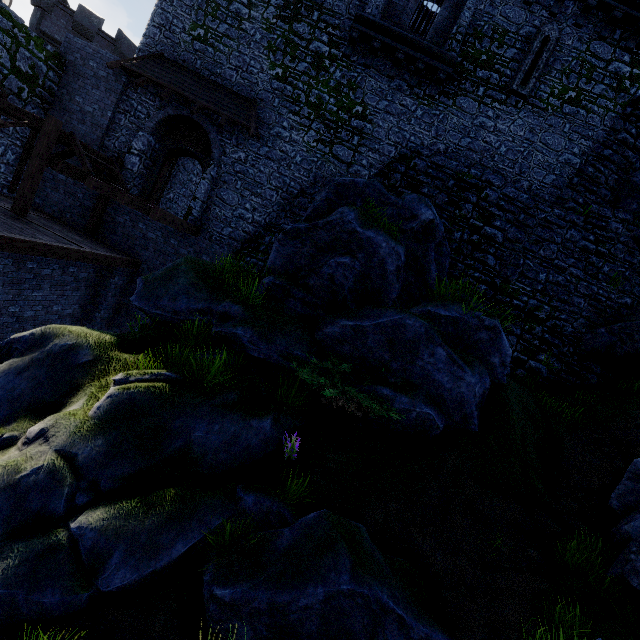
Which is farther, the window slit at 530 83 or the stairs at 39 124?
the window slit at 530 83

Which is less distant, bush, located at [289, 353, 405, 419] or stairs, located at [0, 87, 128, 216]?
bush, located at [289, 353, 405, 419]

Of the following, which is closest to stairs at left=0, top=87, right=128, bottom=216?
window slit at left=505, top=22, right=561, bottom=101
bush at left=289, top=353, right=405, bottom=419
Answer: bush at left=289, top=353, right=405, bottom=419

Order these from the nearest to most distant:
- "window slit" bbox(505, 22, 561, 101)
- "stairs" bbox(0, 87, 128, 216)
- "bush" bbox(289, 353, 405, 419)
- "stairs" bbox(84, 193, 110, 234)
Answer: "bush" bbox(289, 353, 405, 419) → "stairs" bbox(0, 87, 128, 216) → "window slit" bbox(505, 22, 561, 101) → "stairs" bbox(84, 193, 110, 234)

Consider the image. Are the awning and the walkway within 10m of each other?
yes

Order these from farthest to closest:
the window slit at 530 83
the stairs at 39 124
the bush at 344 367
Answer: the window slit at 530 83 < the stairs at 39 124 < the bush at 344 367

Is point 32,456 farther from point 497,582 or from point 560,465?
point 560,465

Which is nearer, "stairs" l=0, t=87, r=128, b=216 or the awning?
"stairs" l=0, t=87, r=128, b=216
